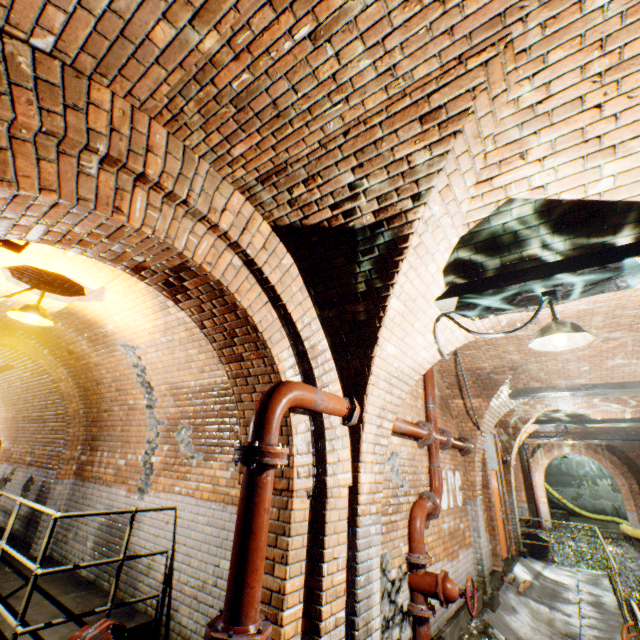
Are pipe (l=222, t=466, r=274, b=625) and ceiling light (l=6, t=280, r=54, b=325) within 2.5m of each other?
no

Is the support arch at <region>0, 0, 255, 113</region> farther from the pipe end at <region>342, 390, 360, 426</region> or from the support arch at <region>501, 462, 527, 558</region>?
the support arch at <region>501, 462, 527, 558</region>

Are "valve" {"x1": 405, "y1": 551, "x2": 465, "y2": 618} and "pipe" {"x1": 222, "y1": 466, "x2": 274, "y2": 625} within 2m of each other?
no

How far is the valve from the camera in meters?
3.7

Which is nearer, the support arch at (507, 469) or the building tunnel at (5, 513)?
the building tunnel at (5, 513)

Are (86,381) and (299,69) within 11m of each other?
yes

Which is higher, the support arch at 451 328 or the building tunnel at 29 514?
the support arch at 451 328

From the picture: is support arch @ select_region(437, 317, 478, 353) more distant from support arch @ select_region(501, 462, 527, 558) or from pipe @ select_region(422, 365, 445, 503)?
support arch @ select_region(501, 462, 527, 558)
